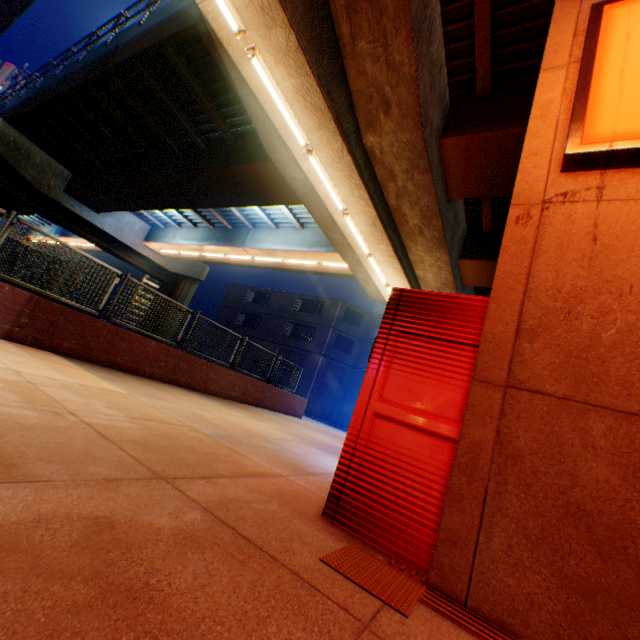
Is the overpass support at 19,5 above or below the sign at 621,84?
above

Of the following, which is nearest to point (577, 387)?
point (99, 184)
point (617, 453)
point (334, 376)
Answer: point (617, 453)

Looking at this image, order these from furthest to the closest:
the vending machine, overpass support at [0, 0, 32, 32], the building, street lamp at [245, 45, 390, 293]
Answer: the building, overpass support at [0, 0, 32, 32], street lamp at [245, 45, 390, 293], the vending machine

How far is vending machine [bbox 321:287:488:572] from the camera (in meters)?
2.25

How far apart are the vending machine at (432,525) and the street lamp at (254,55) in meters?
5.4 m

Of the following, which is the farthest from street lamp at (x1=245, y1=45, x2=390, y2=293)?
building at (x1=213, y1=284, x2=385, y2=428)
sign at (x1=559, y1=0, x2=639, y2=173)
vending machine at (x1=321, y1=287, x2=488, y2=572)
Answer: building at (x1=213, y1=284, x2=385, y2=428)

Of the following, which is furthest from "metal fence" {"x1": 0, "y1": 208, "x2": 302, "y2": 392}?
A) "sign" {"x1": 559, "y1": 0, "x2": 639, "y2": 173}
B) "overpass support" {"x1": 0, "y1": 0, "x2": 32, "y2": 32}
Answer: "sign" {"x1": 559, "y1": 0, "x2": 639, "y2": 173}

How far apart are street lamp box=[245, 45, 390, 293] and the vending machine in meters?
5.4
